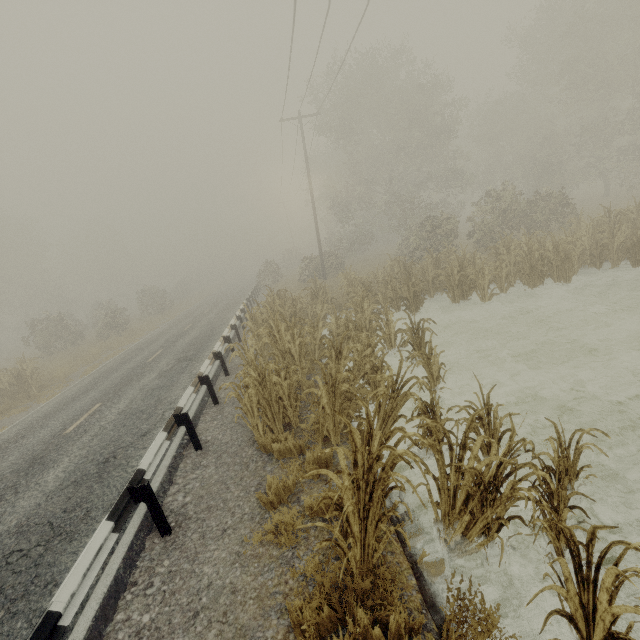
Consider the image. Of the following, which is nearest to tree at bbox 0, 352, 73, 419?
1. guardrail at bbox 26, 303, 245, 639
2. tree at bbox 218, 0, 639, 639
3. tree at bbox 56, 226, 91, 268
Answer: tree at bbox 218, 0, 639, 639

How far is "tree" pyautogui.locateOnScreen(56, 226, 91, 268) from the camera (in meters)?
57.81

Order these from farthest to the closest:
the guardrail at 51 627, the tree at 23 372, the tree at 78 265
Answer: the tree at 78 265 < the tree at 23 372 < the guardrail at 51 627

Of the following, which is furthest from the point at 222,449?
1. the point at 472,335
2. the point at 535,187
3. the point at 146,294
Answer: the point at 535,187

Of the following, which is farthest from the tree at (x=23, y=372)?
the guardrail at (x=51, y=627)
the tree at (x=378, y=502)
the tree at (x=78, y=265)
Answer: the tree at (x=78, y=265)

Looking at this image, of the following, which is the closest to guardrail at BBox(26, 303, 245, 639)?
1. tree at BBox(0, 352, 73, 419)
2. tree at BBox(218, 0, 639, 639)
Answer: tree at BBox(218, 0, 639, 639)
